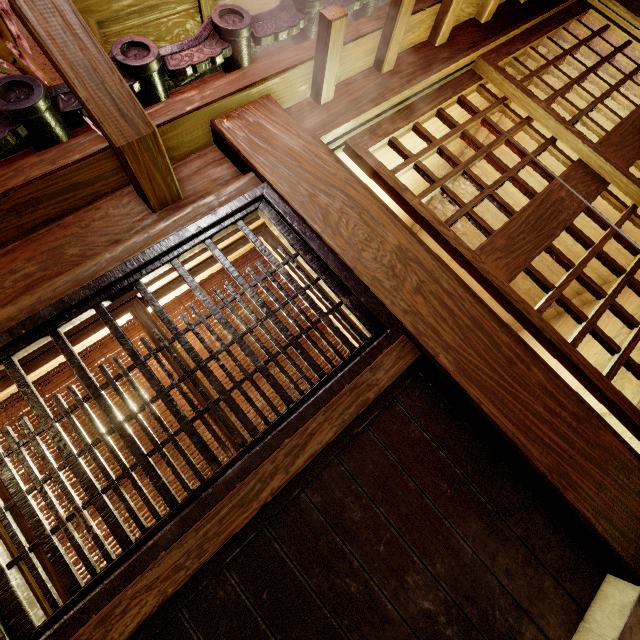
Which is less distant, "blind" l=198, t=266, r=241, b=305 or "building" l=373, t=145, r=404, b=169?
"blind" l=198, t=266, r=241, b=305

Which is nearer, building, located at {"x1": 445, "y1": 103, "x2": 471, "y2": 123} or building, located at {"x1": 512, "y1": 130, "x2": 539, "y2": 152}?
building, located at {"x1": 445, "y1": 103, "x2": 471, "y2": 123}

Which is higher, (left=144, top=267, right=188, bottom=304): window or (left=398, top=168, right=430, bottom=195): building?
(left=398, top=168, right=430, bottom=195): building

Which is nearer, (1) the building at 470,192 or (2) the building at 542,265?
(2) the building at 542,265

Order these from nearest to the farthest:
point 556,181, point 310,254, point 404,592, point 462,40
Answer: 1. point 404,592
2. point 310,254
3. point 556,181
4. point 462,40

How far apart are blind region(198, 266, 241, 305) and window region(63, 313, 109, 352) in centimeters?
15cm

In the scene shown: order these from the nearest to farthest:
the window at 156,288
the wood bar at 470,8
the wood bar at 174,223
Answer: the wood bar at 174,223 → the window at 156,288 → the wood bar at 470,8

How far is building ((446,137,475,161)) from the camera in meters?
7.9
